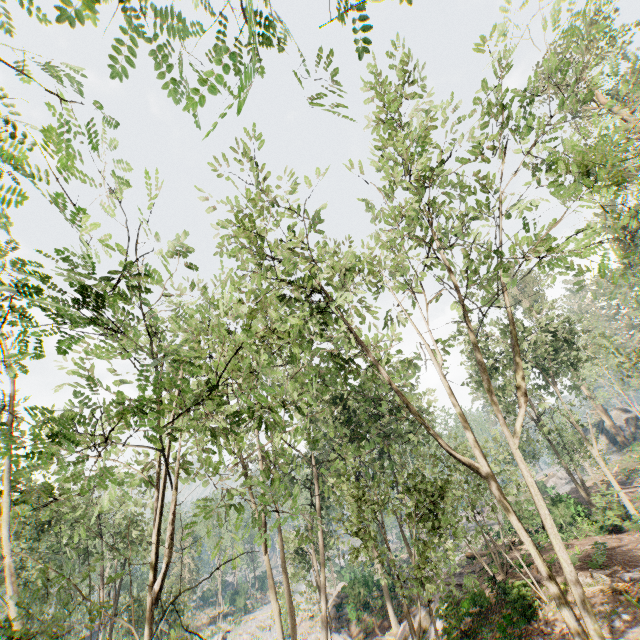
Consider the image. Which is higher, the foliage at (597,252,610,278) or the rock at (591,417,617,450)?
the foliage at (597,252,610,278)

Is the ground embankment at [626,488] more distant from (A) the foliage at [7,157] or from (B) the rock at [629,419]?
(B) the rock at [629,419]

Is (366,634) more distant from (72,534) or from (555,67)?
(555,67)

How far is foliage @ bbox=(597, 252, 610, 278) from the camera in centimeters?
761cm

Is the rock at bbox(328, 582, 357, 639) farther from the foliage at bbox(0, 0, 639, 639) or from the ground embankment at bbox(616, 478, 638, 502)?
the ground embankment at bbox(616, 478, 638, 502)

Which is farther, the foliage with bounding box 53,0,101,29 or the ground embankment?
the ground embankment

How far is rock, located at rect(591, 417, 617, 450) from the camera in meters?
52.3 m

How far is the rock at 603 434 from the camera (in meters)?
52.34
